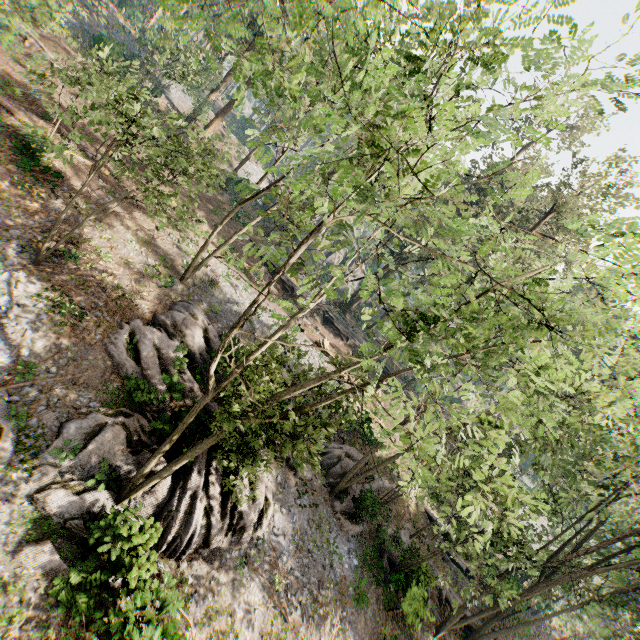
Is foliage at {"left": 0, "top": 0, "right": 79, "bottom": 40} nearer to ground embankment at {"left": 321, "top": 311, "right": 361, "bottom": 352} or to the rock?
ground embankment at {"left": 321, "top": 311, "right": 361, "bottom": 352}

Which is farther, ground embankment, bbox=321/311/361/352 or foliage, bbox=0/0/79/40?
ground embankment, bbox=321/311/361/352

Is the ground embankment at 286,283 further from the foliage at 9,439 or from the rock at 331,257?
the rock at 331,257

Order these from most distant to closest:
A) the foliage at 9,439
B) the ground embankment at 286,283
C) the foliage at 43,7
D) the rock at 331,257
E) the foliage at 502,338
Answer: the rock at 331,257
the ground embankment at 286,283
the foliage at 43,7
the foliage at 9,439
the foliage at 502,338

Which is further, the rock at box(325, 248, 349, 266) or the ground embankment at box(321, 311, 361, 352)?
the rock at box(325, 248, 349, 266)

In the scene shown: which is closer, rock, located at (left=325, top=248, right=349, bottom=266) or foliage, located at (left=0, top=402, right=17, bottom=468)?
foliage, located at (left=0, top=402, right=17, bottom=468)

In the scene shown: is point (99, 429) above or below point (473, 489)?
below
